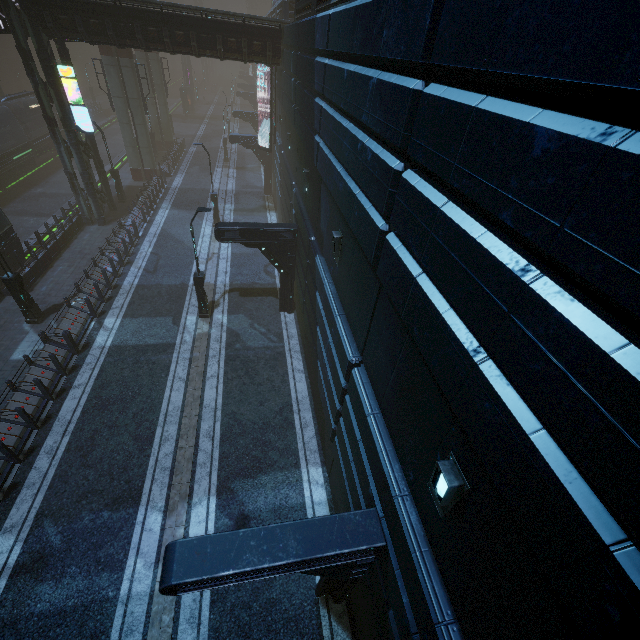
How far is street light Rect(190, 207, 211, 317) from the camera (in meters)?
13.29

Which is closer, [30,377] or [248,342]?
[30,377]

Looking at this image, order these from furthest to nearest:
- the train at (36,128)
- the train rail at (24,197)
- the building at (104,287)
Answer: the train at (36,128)
the train rail at (24,197)
the building at (104,287)

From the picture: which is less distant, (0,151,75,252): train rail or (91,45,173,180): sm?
(0,151,75,252): train rail

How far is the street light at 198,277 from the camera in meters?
13.3 m

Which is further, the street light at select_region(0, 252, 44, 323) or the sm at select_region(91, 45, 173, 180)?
the sm at select_region(91, 45, 173, 180)

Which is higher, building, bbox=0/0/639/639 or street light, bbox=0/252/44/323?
building, bbox=0/0/639/639

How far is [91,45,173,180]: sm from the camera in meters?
24.5
